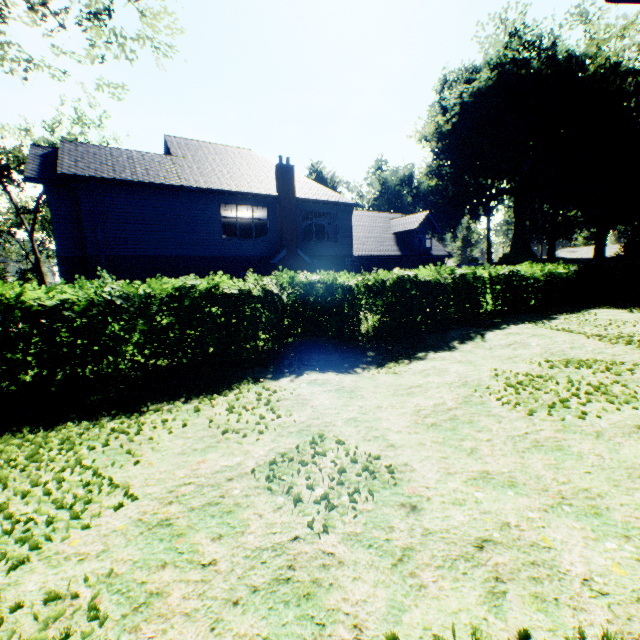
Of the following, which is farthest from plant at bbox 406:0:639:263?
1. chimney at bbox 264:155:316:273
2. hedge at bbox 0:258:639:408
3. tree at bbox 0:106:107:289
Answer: chimney at bbox 264:155:316:273

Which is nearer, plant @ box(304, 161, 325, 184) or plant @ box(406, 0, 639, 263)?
plant @ box(406, 0, 639, 263)

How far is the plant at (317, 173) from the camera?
57.5m

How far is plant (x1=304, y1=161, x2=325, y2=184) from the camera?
57.46m

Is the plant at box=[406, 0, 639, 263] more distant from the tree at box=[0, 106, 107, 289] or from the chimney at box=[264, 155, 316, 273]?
the chimney at box=[264, 155, 316, 273]

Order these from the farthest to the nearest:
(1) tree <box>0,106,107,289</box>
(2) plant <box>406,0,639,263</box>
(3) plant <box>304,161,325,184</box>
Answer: (3) plant <box>304,161,325,184</box>
(1) tree <box>0,106,107,289</box>
(2) plant <box>406,0,639,263</box>

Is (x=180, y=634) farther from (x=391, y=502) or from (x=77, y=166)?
(x=77, y=166)

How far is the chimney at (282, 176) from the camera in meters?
18.6 m
